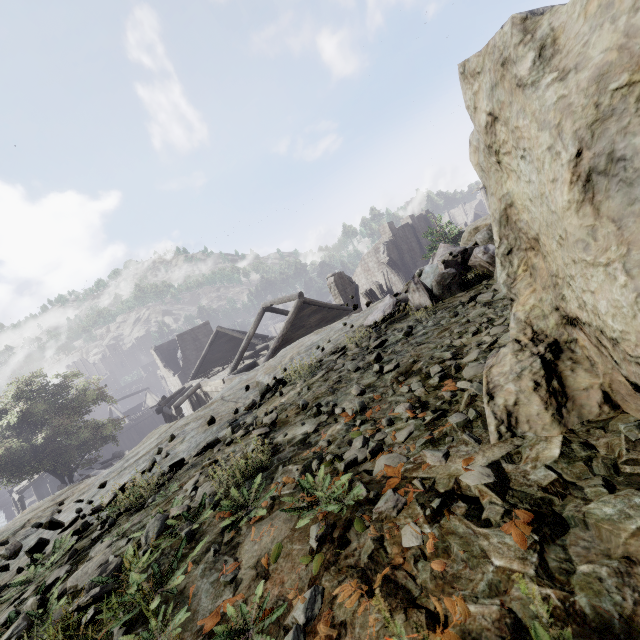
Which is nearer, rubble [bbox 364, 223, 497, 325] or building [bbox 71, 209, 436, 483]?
rubble [bbox 364, 223, 497, 325]

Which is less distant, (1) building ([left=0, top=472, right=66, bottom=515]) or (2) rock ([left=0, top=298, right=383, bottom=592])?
(2) rock ([left=0, top=298, right=383, bottom=592])

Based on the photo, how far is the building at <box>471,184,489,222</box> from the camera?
31.5 meters

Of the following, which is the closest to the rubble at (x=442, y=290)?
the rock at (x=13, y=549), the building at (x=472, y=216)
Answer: the rock at (x=13, y=549)

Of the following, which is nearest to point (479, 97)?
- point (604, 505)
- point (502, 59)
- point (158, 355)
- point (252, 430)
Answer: point (502, 59)

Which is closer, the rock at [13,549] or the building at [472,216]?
the rock at [13,549]

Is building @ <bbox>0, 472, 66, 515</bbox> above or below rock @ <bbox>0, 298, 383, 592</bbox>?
below
